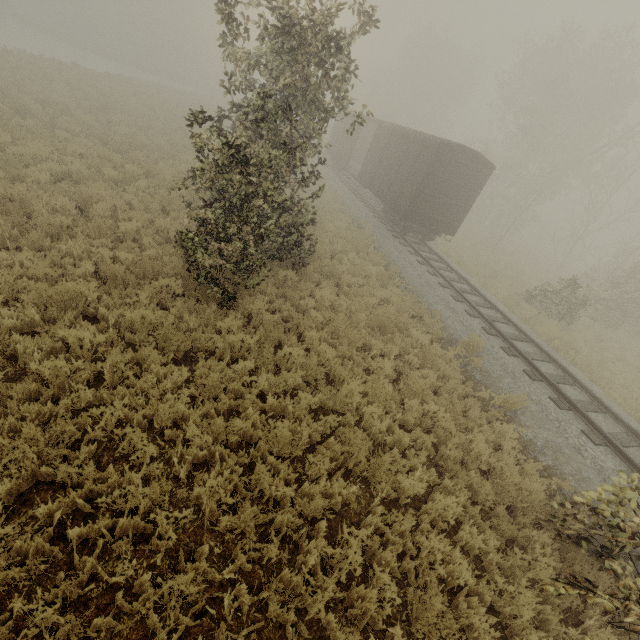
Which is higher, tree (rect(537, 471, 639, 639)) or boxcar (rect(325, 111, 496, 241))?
boxcar (rect(325, 111, 496, 241))

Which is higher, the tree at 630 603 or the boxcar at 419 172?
the boxcar at 419 172

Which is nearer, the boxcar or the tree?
the tree

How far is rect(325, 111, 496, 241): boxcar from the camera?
14.92m

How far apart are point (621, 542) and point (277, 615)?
4.1m

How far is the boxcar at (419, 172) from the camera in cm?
1492
